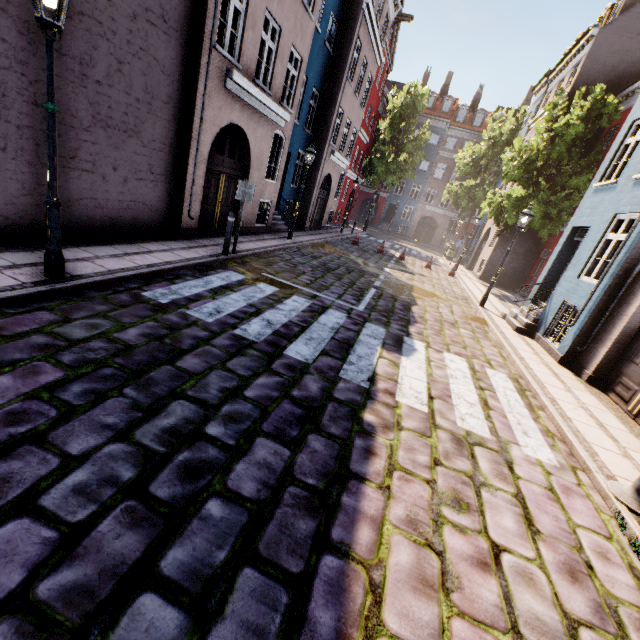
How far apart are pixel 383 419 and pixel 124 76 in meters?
8.0 m

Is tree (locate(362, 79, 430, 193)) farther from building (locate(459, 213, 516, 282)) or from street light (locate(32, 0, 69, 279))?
street light (locate(32, 0, 69, 279))

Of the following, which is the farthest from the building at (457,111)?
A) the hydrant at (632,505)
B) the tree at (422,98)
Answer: the tree at (422,98)

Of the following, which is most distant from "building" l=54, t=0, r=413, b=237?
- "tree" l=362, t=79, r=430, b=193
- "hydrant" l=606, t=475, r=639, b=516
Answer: "tree" l=362, t=79, r=430, b=193

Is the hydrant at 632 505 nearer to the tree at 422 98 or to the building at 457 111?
the building at 457 111

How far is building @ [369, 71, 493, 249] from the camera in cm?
3769

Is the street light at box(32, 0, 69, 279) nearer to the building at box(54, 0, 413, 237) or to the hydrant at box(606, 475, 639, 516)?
the building at box(54, 0, 413, 237)

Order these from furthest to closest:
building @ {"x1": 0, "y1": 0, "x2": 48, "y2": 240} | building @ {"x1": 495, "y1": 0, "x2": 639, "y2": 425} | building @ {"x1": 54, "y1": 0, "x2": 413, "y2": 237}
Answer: building @ {"x1": 495, "y1": 0, "x2": 639, "y2": 425}
building @ {"x1": 54, "y1": 0, "x2": 413, "y2": 237}
building @ {"x1": 0, "y1": 0, "x2": 48, "y2": 240}
